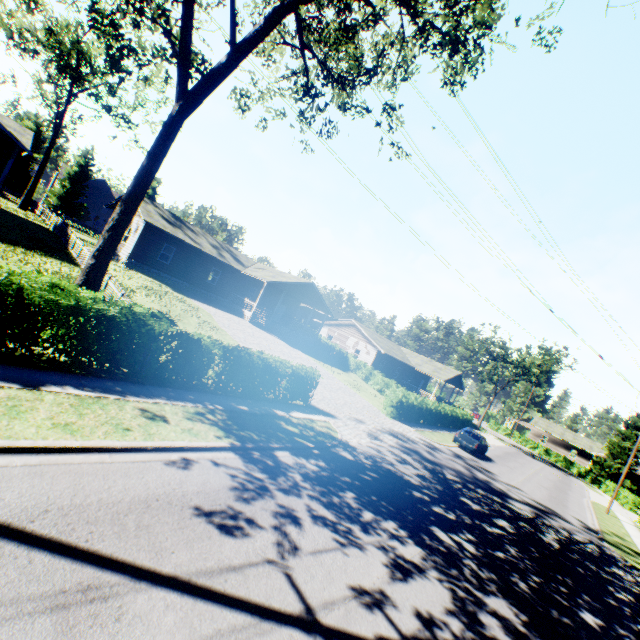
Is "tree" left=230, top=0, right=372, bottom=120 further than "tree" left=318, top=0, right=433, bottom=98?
No

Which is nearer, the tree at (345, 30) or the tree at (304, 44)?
the tree at (304, 44)

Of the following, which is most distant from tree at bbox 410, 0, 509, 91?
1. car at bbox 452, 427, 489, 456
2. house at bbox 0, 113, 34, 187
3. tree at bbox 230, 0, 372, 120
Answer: car at bbox 452, 427, 489, 456

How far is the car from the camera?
24.5 meters

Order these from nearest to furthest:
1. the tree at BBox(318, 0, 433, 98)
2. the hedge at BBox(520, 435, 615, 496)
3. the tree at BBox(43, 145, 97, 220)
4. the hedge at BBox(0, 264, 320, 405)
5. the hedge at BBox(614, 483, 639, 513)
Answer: the hedge at BBox(0, 264, 320, 405) < the tree at BBox(318, 0, 433, 98) < the hedge at BBox(614, 483, 639, 513) < the hedge at BBox(520, 435, 615, 496) < the tree at BBox(43, 145, 97, 220)

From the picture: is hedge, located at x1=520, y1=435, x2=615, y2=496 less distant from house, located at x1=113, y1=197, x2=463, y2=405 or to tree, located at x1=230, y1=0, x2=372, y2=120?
house, located at x1=113, y1=197, x2=463, y2=405

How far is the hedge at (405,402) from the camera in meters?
24.0

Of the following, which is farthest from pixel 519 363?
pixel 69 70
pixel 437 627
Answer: pixel 69 70
